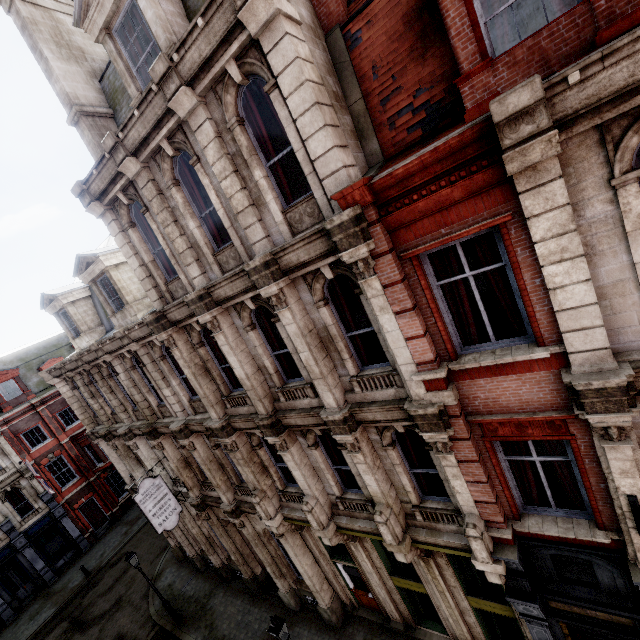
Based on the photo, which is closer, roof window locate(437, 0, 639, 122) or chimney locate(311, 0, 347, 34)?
roof window locate(437, 0, 639, 122)

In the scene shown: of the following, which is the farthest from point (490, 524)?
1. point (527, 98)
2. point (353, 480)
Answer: point (527, 98)

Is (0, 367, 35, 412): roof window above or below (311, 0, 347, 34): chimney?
below

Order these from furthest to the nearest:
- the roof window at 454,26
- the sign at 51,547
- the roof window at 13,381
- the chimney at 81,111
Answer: the roof window at 13,381 < the sign at 51,547 < the chimney at 81,111 < the roof window at 454,26

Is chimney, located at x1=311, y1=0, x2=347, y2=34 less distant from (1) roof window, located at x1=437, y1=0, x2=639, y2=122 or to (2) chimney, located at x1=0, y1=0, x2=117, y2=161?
(1) roof window, located at x1=437, y1=0, x2=639, y2=122

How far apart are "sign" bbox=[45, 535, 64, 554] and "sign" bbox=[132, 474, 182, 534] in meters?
20.1 m

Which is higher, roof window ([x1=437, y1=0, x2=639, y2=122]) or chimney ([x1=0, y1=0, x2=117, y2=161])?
chimney ([x1=0, y1=0, x2=117, y2=161])

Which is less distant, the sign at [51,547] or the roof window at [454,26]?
the roof window at [454,26]
